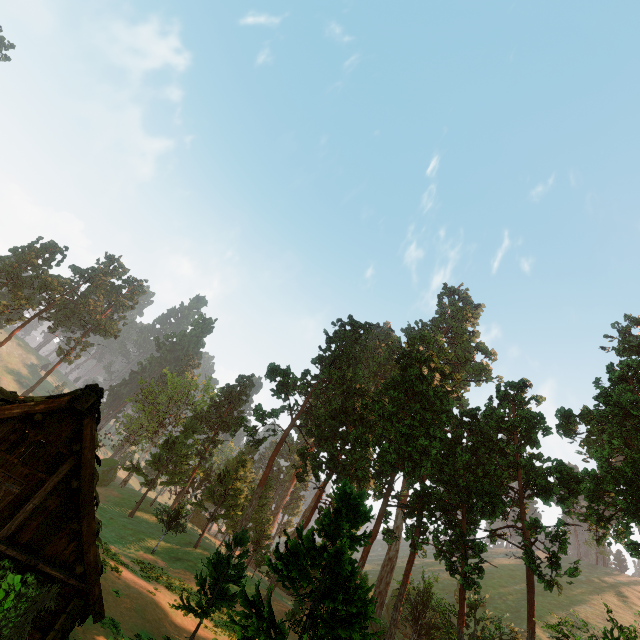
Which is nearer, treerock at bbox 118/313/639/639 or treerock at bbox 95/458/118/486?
treerock at bbox 118/313/639/639

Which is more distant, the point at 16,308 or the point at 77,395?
the point at 16,308

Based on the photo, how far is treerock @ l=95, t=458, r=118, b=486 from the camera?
50.7 meters

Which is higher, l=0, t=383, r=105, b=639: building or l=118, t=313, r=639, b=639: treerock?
l=118, t=313, r=639, b=639: treerock

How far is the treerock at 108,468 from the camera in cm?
5072

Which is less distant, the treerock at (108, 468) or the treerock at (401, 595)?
the treerock at (401, 595)

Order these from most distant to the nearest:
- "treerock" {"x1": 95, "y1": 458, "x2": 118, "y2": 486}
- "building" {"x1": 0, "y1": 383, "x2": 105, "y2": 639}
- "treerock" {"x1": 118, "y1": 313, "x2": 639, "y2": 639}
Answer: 1. "treerock" {"x1": 95, "y1": 458, "x2": 118, "y2": 486}
2. "treerock" {"x1": 118, "y1": 313, "x2": 639, "y2": 639}
3. "building" {"x1": 0, "y1": 383, "x2": 105, "y2": 639}

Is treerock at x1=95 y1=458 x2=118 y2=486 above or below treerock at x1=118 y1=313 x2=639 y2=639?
below
